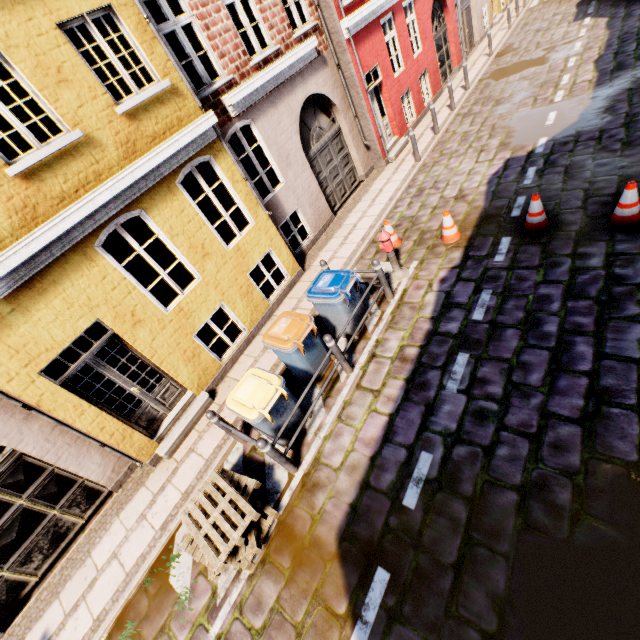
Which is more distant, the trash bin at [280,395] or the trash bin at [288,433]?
the trash bin at [288,433]

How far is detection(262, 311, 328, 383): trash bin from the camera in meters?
5.6 m

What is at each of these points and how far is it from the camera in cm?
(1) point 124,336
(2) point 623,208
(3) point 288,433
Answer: (1) building, 599
(2) traffic cone, 556
(3) trash bin, 548

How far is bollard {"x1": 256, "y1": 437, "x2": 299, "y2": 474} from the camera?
4.6m

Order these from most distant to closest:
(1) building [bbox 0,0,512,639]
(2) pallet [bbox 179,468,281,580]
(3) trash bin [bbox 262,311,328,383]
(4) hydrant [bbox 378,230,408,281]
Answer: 1. (4) hydrant [bbox 378,230,408,281]
2. (3) trash bin [bbox 262,311,328,383]
3. (1) building [bbox 0,0,512,639]
4. (2) pallet [bbox 179,468,281,580]

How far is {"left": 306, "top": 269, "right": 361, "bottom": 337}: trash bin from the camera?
5.97m

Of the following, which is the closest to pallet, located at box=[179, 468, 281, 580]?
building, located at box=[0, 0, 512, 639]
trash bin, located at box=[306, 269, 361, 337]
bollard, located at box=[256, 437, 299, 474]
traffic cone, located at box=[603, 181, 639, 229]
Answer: bollard, located at box=[256, 437, 299, 474]

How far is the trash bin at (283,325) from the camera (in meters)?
5.60
